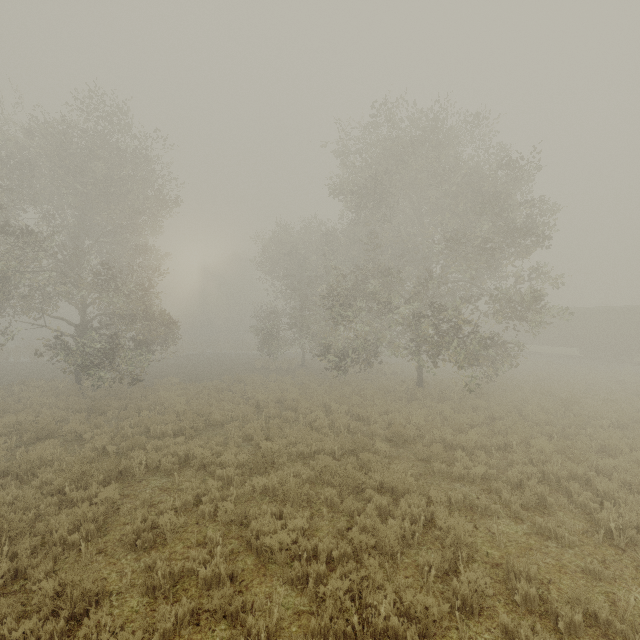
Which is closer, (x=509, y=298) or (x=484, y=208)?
(x=484, y=208)
